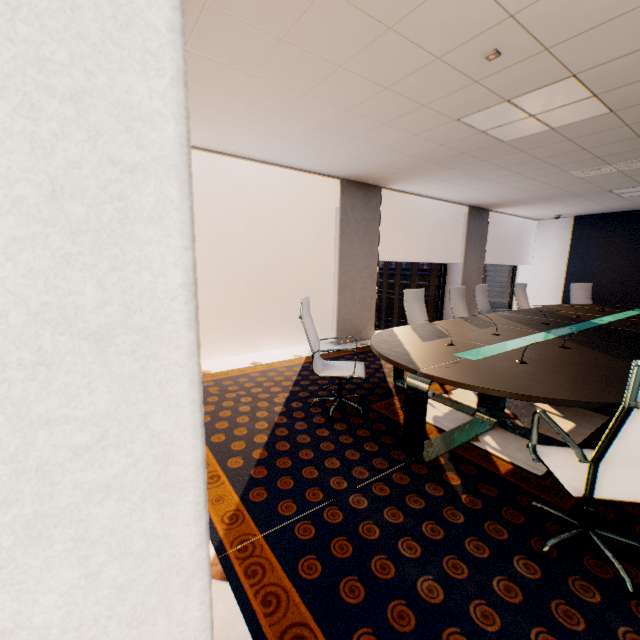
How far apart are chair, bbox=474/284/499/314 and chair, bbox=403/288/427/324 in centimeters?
181cm

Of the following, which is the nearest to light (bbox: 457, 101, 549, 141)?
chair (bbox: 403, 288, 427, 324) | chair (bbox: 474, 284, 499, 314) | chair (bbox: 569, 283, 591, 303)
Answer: chair (bbox: 403, 288, 427, 324)

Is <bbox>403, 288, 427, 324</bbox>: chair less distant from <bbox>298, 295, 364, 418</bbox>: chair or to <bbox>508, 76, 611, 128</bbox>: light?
<bbox>298, 295, 364, 418</bbox>: chair

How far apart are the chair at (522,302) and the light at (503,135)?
4.00m

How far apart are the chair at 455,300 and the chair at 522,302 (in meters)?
2.01

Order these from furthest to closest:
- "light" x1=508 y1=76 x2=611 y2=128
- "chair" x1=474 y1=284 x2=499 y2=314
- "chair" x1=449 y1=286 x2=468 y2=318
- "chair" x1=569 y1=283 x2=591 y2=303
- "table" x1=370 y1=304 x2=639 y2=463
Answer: "chair" x1=569 y1=283 x2=591 y2=303 → "chair" x1=474 y1=284 x2=499 y2=314 → "chair" x1=449 y1=286 x2=468 y2=318 → "light" x1=508 y1=76 x2=611 y2=128 → "table" x1=370 y1=304 x2=639 y2=463

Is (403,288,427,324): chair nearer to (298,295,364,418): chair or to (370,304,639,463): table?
(370,304,639,463): table

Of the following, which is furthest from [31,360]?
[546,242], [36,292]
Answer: [546,242]
